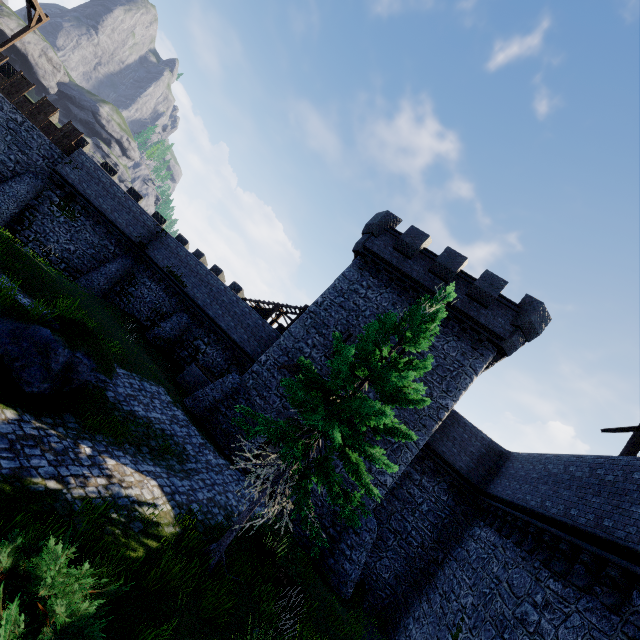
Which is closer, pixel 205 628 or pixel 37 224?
pixel 205 628

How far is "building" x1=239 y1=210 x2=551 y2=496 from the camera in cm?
1661

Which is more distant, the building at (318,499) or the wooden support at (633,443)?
the building at (318,499)

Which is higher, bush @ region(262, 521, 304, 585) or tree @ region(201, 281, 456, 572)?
tree @ region(201, 281, 456, 572)

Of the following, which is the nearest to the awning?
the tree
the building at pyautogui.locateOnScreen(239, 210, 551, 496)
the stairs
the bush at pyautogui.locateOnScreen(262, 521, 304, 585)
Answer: the building at pyautogui.locateOnScreen(239, 210, 551, 496)

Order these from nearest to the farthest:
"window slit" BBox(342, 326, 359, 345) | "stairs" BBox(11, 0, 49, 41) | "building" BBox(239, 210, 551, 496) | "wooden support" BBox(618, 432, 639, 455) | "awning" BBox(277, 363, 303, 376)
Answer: "wooden support" BBox(618, 432, 639, 455), "building" BBox(239, 210, 551, 496), "awning" BBox(277, 363, 303, 376), "window slit" BBox(342, 326, 359, 345), "stairs" BBox(11, 0, 49, 41)

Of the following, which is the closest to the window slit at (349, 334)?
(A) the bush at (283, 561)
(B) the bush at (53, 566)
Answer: (A) the bush at (283, 561)

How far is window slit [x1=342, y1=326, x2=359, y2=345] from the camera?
18.5 meters
